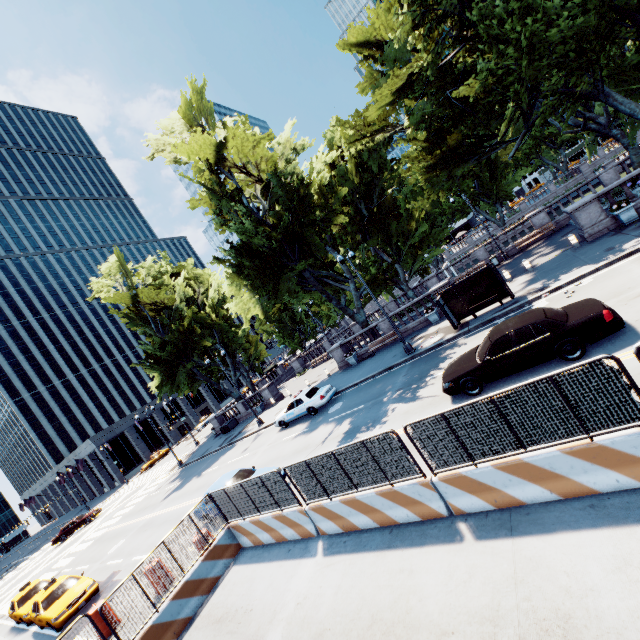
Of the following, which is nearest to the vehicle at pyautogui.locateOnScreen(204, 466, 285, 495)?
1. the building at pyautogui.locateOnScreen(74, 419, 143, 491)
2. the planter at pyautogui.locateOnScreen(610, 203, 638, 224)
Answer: the planter at pyautogui.locateOnScreen(610, 203, 638, 224)

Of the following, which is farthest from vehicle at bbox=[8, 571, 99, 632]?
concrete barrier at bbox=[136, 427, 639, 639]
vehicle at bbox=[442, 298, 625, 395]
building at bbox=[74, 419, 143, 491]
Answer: building at bbox=[74, 419, 143, 491]

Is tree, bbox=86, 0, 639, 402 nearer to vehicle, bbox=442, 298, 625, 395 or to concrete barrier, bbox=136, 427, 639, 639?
vehicle, bbox=442, 298, 625, 395

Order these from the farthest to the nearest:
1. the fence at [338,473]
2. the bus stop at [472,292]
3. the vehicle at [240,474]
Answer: the bus stop at [472,292], the vehicle at [240,474], the fence at [338,473]

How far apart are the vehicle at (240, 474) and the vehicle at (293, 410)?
6.2m

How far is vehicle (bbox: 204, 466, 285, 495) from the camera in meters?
13.8

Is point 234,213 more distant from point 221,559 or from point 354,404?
point 221,559

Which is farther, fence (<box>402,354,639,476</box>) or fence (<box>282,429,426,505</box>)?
fence (<box>282,429,426,505</box>)
